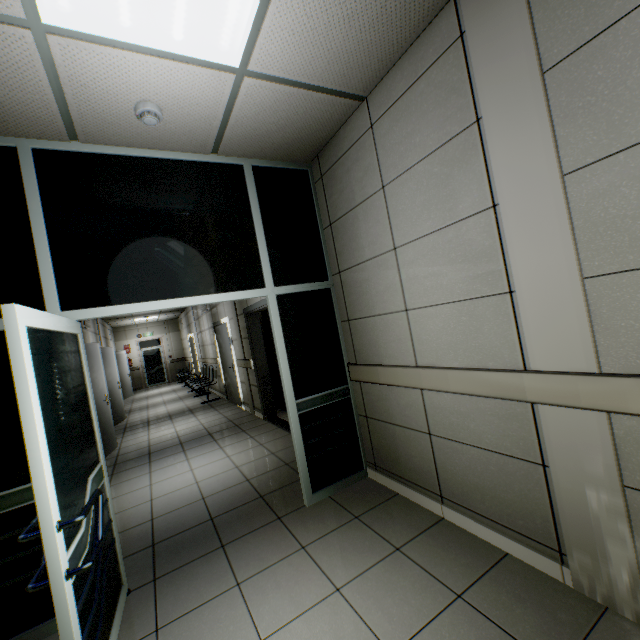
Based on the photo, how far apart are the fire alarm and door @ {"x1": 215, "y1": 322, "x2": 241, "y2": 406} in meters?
5.7 m

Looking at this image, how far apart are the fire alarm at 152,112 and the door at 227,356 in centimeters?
566cm

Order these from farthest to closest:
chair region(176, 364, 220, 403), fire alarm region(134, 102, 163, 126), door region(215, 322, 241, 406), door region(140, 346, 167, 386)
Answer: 1. door region(140, 346, 167, 386)
2. chair region(176, 364, 220, 403)
3. door region(215, 322, 241, 406)
4. fire alarm region(134, 102, 163, 126)

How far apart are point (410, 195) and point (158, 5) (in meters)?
1.72

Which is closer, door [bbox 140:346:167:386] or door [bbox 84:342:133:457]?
door [bbox 84:342:133:457]

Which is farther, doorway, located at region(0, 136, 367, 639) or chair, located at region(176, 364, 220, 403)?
chair, located at region(176, 364, 220, 403)

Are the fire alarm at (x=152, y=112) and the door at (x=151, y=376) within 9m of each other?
no

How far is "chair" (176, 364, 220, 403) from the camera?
9.2 meters
